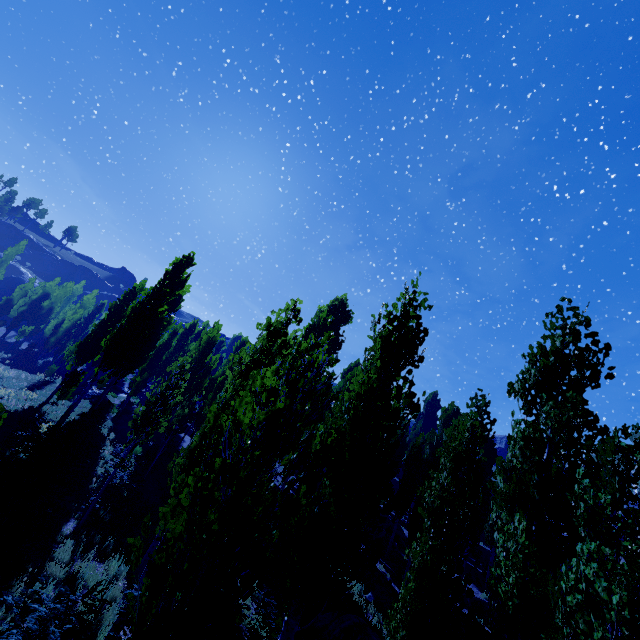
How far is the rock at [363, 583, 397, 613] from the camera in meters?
14.4 m

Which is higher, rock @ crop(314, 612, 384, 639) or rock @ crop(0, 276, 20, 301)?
rock @ crop(0, 276, 20, 301)

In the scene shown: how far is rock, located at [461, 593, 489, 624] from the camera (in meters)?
18.77

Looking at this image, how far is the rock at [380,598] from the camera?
14.44m

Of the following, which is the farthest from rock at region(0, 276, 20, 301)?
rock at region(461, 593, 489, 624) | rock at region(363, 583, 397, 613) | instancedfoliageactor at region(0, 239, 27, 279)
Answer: rock at region(461, 593, 489, 624)

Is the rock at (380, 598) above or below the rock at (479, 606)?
below

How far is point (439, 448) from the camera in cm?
786

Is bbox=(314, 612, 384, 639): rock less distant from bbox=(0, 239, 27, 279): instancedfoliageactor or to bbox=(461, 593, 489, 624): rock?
bbox=(0, 239, 27, 279): instancedfoliageactor
